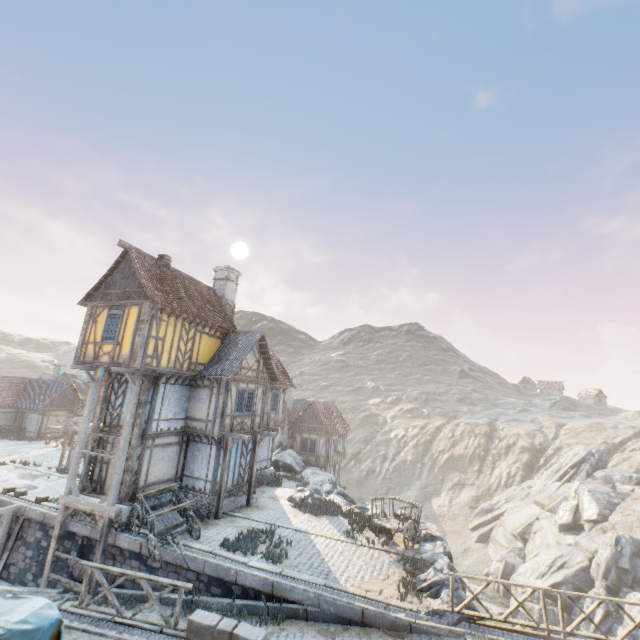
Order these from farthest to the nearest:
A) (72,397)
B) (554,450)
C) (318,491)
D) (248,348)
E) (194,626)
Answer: (554,450), (72,397), (318,491), (248,348), (194,626)

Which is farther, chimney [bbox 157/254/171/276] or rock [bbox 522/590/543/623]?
rock [bbox 522/590/543/623]

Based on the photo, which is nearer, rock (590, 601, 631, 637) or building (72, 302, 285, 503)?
building (72, 302, 285, 503)

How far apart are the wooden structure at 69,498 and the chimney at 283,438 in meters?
17.7 m

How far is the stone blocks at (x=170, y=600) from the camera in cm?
1203

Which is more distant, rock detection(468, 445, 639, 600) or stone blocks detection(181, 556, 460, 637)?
rock detection(468, 445, 639, 600)

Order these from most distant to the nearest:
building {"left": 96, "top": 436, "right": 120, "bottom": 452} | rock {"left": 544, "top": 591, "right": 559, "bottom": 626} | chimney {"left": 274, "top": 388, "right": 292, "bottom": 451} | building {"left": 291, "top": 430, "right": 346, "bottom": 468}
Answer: chimney {"left": 274, "top": 388, "right": 292, "bottom": 451}, building {"left": 291, "top": 430, "right": 346, "bottom": 468}, rock {"left": 544, "top": 591, "right": 559, "bottom": 626}, building {"left": 96, "top": 436, "right": 120, "bottom": 452}

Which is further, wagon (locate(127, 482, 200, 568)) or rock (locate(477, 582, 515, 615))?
rock (locate(477, 582, 515, 615))
